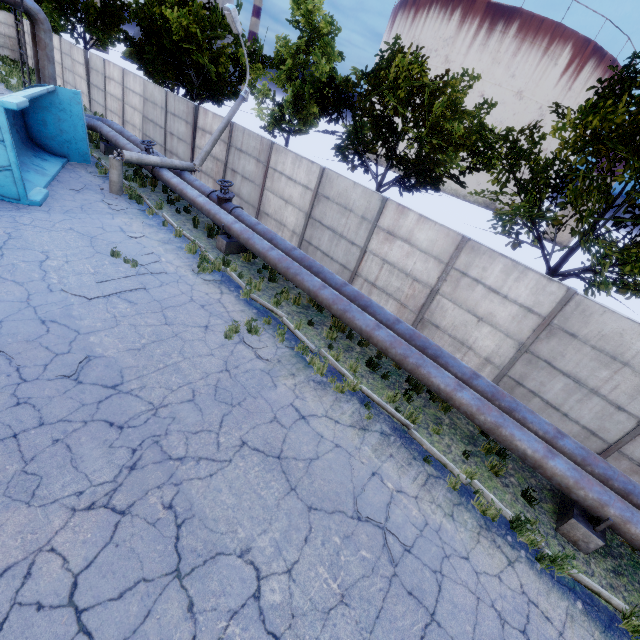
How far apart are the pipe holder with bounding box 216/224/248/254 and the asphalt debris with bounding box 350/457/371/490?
8.50m

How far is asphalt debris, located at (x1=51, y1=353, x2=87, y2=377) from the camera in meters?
5.8

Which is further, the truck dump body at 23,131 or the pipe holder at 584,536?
the truck dump body at 23,131

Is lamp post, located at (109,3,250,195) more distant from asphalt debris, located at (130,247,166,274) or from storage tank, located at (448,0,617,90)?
storage tank, located at (448,0,617,90)

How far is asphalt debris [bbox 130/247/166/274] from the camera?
9.3 meters

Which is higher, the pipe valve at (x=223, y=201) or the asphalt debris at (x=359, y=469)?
the pipe valve at (x=223, y=201)

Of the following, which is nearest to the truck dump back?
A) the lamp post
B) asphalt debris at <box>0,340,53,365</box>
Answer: the lamp post

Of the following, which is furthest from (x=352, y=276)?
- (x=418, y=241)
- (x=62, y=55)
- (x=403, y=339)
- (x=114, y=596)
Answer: (x=62, y=55)
